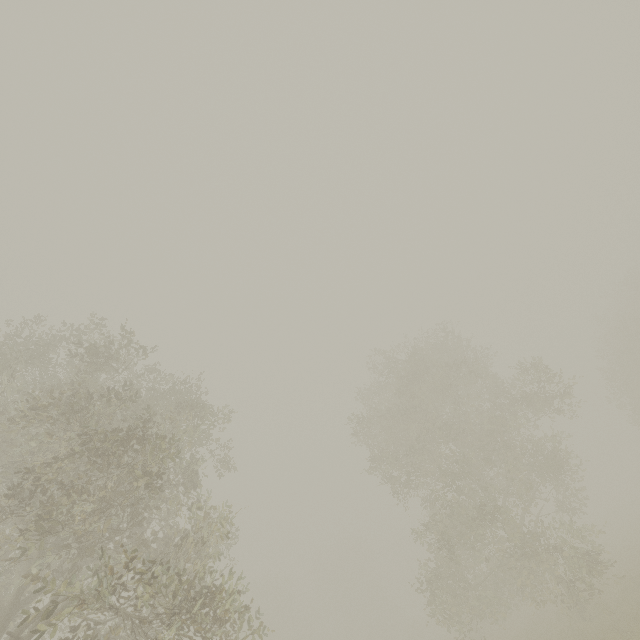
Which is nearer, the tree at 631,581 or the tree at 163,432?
the tree at 163,432

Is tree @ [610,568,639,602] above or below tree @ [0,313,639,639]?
below

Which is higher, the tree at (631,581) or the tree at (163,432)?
the tree at (163,432)

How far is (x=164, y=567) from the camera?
6.8m

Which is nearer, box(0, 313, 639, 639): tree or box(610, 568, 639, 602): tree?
box(0, 313, 639, 639): tree
